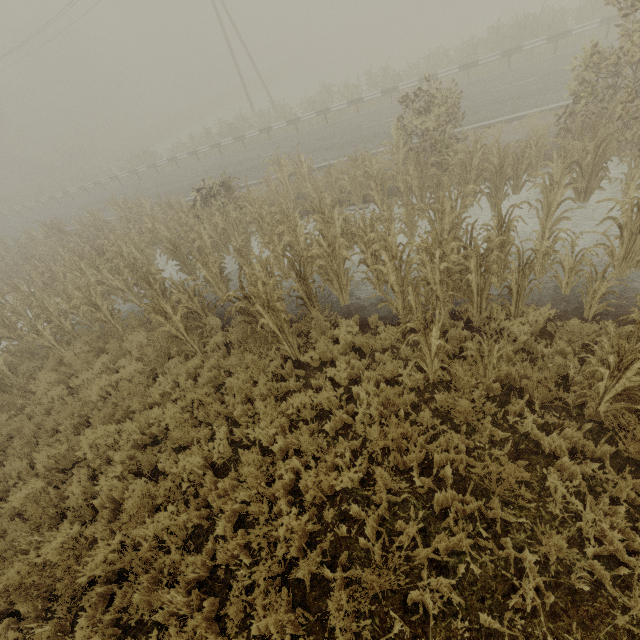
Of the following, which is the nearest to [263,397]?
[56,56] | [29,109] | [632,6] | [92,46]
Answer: [632,6]

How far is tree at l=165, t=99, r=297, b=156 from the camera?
21.78m

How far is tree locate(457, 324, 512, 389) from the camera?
4.4 meters

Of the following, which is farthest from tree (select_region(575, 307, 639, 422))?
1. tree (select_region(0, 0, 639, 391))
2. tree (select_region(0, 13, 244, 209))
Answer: tree (select_region(0, 13, 244, 209))

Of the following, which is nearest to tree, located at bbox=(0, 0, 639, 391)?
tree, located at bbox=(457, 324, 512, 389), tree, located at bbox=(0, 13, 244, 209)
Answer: tree, located at bbox=(0, 13, 244, 209)

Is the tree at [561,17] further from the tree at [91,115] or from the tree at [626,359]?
the tree at [626,359]

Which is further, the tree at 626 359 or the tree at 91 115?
the tree at 91 115

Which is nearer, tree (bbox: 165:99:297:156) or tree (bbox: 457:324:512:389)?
tree (bbox: 457:324:512:389)
